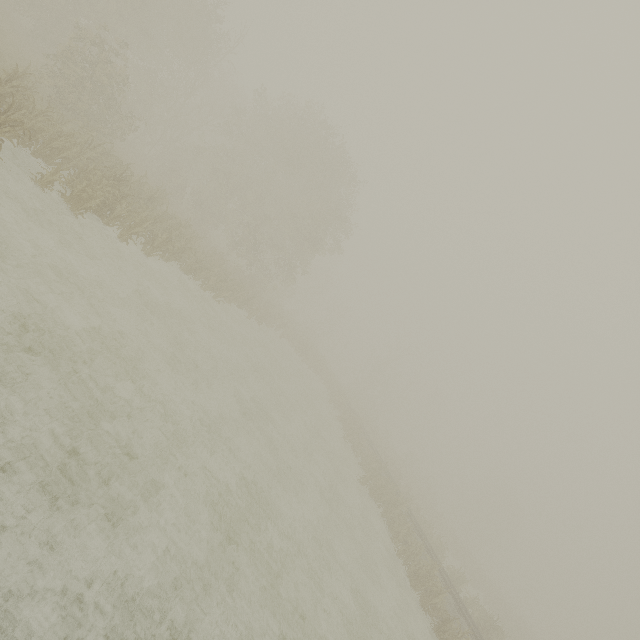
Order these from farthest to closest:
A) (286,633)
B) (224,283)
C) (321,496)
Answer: (224,283) < (321,496) < (286,633)
